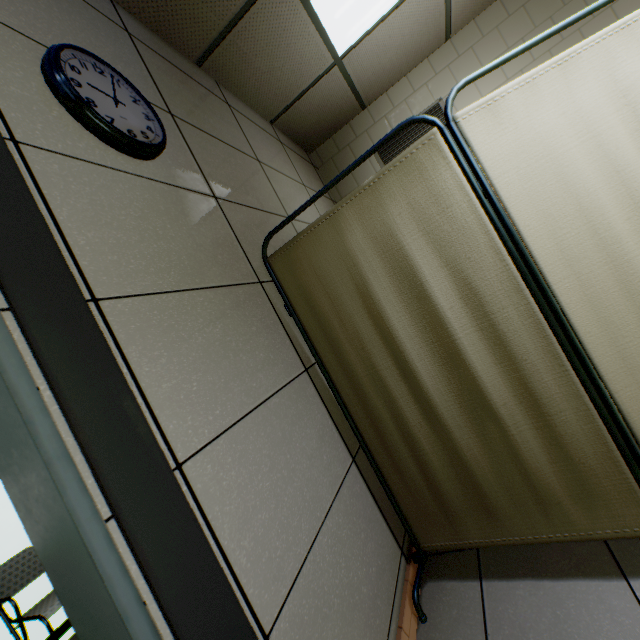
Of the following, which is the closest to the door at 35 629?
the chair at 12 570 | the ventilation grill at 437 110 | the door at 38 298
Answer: the chair at 12 570

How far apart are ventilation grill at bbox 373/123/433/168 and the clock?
2.94m

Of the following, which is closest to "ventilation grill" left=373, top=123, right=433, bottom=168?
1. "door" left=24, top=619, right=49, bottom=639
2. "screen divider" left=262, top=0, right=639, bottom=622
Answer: "screen divider" left=262, top=0, right=639, bottom=622

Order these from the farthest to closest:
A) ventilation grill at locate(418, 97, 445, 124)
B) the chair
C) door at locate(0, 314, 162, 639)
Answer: ventilation grill at locate(418, 97, 445, 124) → the chair → door at locate(0, 314, 162, 639)

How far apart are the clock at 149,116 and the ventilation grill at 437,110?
2.9m

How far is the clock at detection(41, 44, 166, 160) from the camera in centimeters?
104cm

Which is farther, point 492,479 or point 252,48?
point 252,48

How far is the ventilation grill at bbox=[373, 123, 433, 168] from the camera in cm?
354
